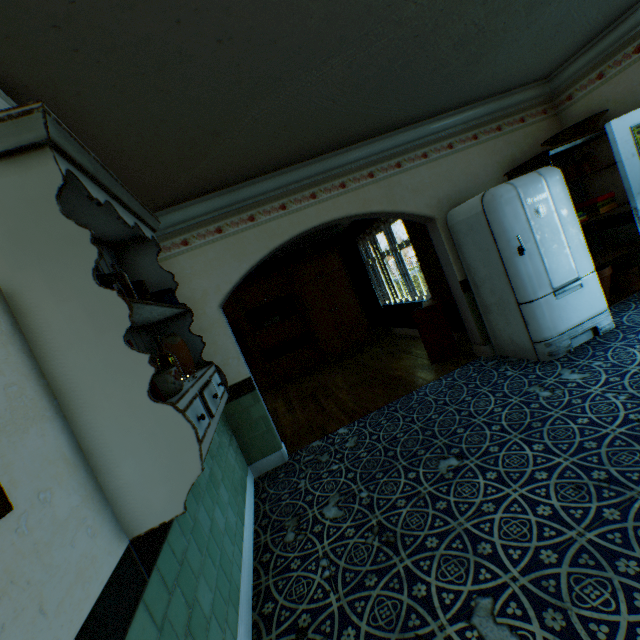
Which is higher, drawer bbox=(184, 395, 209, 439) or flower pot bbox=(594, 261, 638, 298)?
drawer bbox=(184, 395, 209, 439)

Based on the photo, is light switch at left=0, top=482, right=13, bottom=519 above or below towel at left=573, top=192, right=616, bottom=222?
above

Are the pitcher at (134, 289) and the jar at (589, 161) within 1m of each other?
no

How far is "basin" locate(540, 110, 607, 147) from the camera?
3.84m

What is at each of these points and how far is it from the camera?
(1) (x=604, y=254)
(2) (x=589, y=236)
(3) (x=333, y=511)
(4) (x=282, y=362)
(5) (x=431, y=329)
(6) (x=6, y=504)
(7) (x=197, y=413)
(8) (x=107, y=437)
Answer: (1) shelf, 4.35m
(2) building, 4.72m
(3) building, 2.67m
(4) cabinet, 7.91m
(5) dehumidifier, 4.89m
(6) light switch, 0.84m
(7) drawer, 1.53m
(8) shelf, 1.23m

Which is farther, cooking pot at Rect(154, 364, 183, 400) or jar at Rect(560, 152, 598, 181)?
jar at Rect(560, 152, 598, 181)

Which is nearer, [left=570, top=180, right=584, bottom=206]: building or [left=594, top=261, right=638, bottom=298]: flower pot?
[left=594, top=261, right=638, bottom=298]: flower pot

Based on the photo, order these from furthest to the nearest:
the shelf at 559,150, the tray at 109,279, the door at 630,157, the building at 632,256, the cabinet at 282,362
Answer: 1. the cabinet at 282,362
2. the building at 632,256
3. the shelf at 559,150
4. the door at 630,157
5. the tray at 109,279
